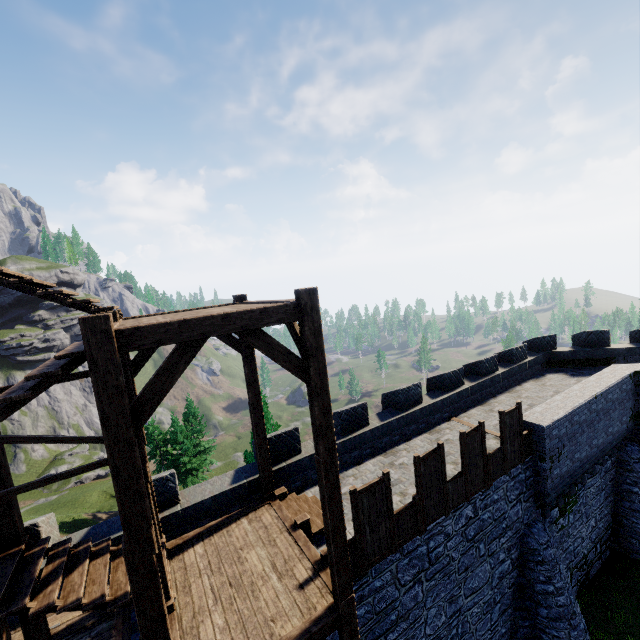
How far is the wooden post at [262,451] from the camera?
9.03m

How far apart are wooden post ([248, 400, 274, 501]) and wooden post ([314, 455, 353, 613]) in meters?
3.6 m

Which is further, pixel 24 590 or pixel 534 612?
pixel 534 612

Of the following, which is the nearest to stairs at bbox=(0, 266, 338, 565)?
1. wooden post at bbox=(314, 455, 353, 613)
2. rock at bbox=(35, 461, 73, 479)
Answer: wooden post at bbox=(314, 455, 353, 613)

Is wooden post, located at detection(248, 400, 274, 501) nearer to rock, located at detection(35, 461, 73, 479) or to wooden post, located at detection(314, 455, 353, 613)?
wooden post, located at detection(314, 455, 353, 613)

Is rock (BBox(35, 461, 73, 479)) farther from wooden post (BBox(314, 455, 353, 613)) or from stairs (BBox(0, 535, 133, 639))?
wooden post (BBox(314, 455, 353, 613))

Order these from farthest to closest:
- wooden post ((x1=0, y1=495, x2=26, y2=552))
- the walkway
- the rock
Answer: the rock
the walkway
wooden post ((x1=0, y1=495, x2=26, y2=552))

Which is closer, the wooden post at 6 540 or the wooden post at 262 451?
the wooden post at 6 540
